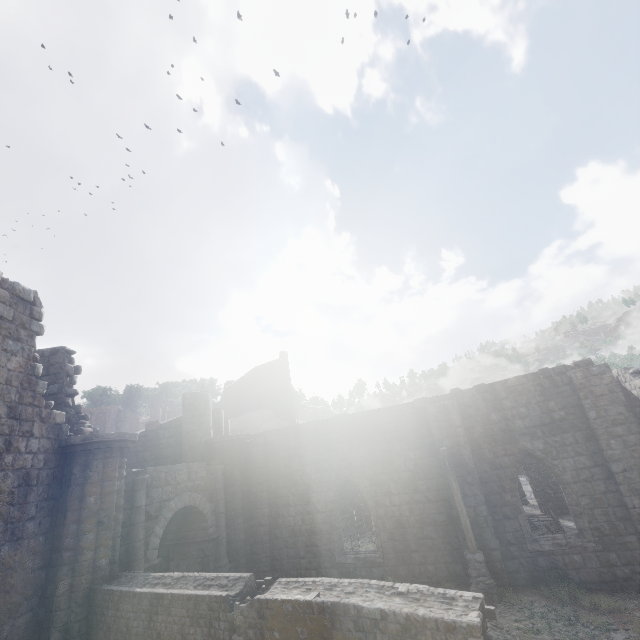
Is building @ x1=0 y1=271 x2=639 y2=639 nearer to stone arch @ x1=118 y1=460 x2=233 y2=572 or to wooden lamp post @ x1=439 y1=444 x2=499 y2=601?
stone arch @ x1=118 y1=460 x2=233 y2=572

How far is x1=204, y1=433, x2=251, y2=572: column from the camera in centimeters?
1455cm

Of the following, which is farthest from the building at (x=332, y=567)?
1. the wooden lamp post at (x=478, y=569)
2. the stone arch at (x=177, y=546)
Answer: the wooden lamp post at (x=478, y=569)

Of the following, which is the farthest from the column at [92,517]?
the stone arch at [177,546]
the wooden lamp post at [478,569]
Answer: the wooden lamp post at [478,569]

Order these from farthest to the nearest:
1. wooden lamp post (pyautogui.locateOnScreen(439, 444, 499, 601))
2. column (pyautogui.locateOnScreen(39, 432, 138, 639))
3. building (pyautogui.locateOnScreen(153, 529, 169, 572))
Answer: building (pyautogui.locateOnScreen(153, 529, 169, 572)) < wooden lamp post (pyautogui.locateOnScreen(439, 444, 499, 601)) < column (pyautogui.locateOnScreen(39, 432, 138, 639))

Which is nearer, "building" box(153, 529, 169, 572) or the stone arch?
the stone arch

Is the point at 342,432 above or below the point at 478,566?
above

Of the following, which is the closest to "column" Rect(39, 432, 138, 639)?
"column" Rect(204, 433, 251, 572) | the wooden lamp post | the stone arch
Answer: the stone arch
